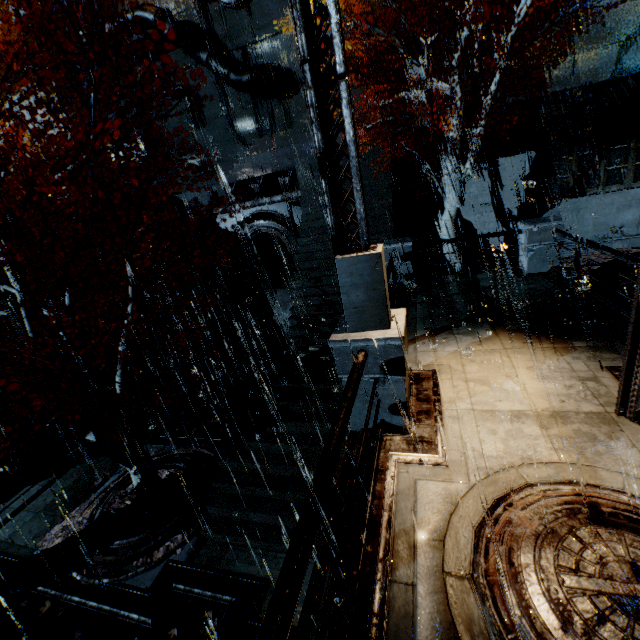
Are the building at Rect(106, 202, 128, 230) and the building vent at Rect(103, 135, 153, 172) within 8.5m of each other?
no

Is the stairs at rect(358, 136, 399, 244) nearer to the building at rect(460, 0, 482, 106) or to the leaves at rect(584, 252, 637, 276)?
the building at rect(460, 0, 482, 106)

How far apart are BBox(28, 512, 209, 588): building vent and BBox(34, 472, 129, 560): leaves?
0.00m

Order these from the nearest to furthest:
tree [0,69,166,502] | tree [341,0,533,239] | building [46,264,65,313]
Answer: tree [0,69,166,502]
tree [341,0,533,239]
building [46,264,65,313]

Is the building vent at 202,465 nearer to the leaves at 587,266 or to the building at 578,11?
the building at 578,11

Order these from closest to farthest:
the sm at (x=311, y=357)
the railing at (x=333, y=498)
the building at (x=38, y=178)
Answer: the railing at (x=333, y=498) < the sm at (x=311, y=357) < the building at (x=38, y=178)

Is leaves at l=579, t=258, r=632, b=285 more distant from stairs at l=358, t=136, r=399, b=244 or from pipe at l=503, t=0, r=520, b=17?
pipe at l=503, t=0, r=520, b=17

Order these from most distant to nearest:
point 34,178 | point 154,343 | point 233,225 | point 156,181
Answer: point 34,178
point 156,181
point 233,225
point 154,343
